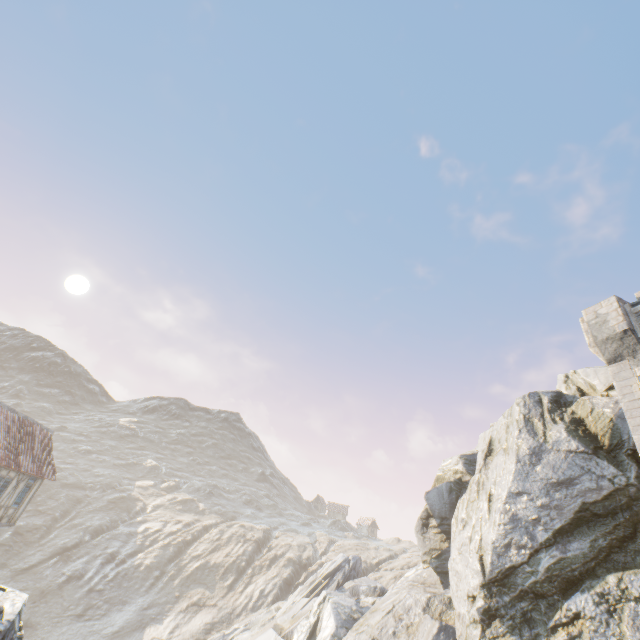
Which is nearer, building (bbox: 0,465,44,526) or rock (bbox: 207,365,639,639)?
rock (bbox: 207,365,639,639)

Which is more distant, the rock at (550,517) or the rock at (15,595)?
the rock at (550,517)

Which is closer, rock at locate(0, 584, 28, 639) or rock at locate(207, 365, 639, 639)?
rock at locate(0, 584, 28, 639)

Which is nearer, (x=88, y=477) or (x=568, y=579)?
(x=568, y=579)

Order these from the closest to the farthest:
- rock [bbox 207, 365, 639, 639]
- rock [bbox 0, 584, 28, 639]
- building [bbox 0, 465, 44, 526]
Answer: rock [bbox 0, 584, 28, 639], rock [bbox 207, 365, 639, 639], building [bbox 0, 465, 44, 526]

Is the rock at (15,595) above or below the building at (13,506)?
below

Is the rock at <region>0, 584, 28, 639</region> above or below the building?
below
